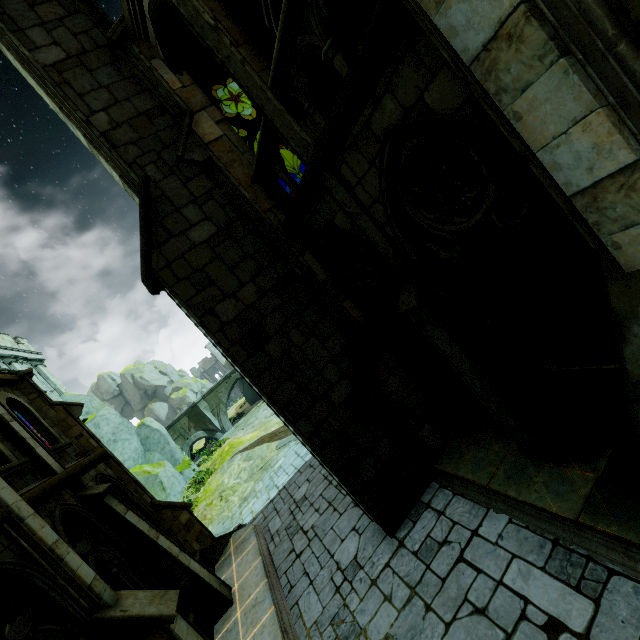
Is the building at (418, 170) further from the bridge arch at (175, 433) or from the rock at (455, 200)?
the bridge arch at (175, 433)

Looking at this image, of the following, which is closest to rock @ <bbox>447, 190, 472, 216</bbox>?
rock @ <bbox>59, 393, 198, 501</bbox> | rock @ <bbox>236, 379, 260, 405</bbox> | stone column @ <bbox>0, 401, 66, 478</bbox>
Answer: stone column @ <bbox>0, 401, 66, 478</bbox>

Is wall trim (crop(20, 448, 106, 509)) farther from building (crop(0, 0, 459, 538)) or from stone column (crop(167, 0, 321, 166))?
stone column (crop(167, 0, 321, 166))

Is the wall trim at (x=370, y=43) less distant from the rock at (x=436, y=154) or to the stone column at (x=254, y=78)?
the stone column at (x=254, y=78)

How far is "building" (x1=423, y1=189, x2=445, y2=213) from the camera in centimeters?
915cm

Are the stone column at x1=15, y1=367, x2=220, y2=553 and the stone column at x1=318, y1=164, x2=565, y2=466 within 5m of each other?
no

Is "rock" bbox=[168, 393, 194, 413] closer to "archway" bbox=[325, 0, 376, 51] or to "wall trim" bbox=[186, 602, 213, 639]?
"wall trim" bbox=[186, 602, 213, 639]

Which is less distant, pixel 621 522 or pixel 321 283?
pixel 621 522
